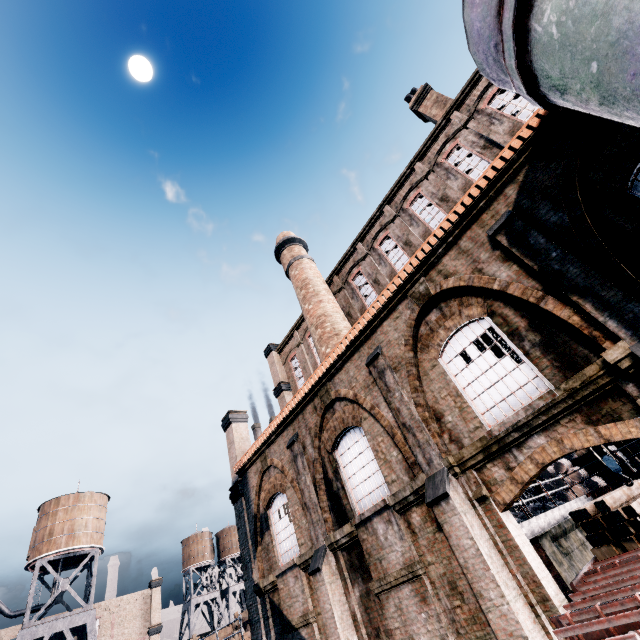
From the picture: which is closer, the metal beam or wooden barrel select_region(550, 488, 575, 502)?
the metal beam

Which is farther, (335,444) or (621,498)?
(335,444)

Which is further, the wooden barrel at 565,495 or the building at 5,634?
the building at 5,634

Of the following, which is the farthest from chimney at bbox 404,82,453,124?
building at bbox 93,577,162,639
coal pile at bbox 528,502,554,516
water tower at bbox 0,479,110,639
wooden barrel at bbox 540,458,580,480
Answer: building at bbox 93,577,162,639

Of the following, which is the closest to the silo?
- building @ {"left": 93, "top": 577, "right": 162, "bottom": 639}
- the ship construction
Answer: the ship construction

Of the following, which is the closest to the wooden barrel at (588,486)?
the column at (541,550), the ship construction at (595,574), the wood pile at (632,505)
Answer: the ship construction at (595,574)

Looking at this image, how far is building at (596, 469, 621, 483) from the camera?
20.1 meters

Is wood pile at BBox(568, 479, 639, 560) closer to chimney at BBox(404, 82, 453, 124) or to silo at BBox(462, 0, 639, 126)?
silo at BBox(462, 0, 639, 126)
